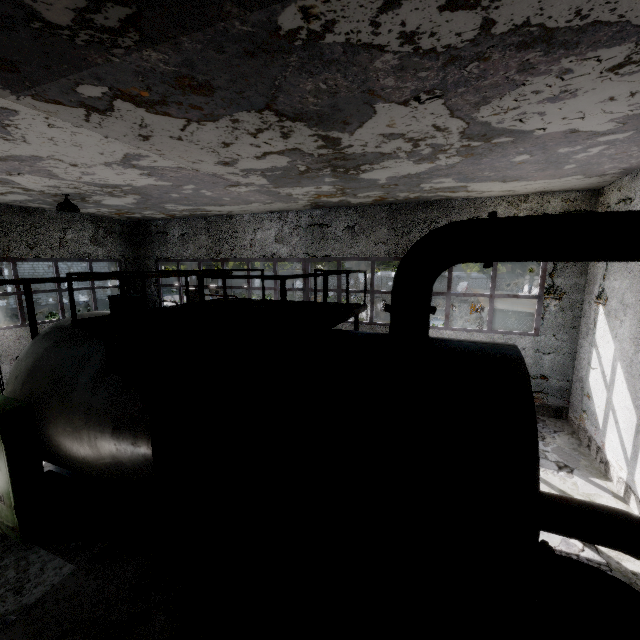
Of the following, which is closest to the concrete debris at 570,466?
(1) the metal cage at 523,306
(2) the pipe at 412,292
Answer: (1) the metal cage at 523,306

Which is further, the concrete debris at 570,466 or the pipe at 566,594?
the concrete debris at 570,466

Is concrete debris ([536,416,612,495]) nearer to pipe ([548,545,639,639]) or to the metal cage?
pipe ([548,545,639,639])

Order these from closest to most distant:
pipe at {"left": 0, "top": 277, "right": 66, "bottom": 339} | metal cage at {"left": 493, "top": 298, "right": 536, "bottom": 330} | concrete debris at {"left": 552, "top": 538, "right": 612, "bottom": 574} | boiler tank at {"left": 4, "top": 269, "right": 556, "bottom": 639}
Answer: boiler tank at {"left": 4, "top": 269, "right": 556, "bottom": 639} < concrete debris at {"left": 552, "top": 538, "right": 612, "bottom": 574} < pipe at {"left": 0, "top": 277, "right": 66, "bottom": 339} < metal cage at {"left": 493, "top": 298, "right": 536, "bottom": 330}

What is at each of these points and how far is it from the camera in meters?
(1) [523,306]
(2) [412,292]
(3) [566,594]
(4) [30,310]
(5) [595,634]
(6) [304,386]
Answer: (1) metal cage, 13.7 m
(2) pipe, 4.5 m
(3) pipe, 3.7 m
(4) pipe, 6.9 m
(5) concrete debris, 4.1 m
(6) boiler tank, 4.3 m

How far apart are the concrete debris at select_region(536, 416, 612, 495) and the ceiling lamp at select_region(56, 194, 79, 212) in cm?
1308

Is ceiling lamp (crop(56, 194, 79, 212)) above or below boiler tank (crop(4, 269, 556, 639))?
above

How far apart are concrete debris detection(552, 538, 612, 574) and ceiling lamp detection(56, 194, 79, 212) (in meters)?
13.48
